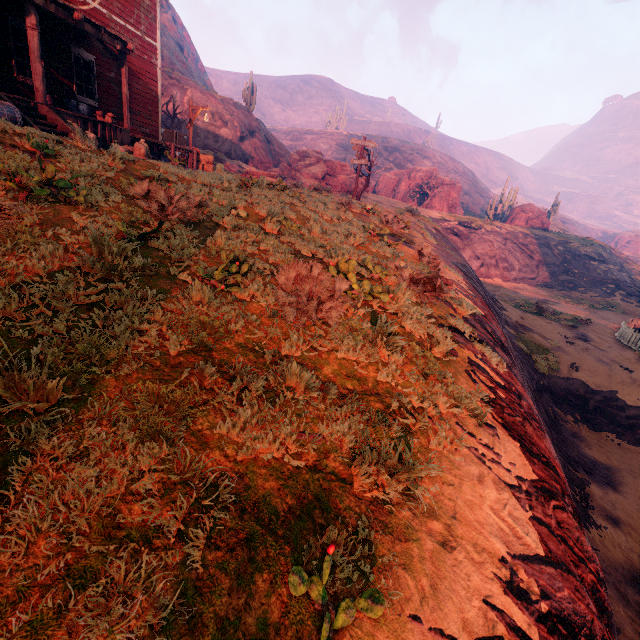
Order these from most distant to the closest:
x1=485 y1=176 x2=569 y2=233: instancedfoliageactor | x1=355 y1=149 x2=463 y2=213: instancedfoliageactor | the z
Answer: x1=485 y1=176 x2=569 y2=233: instancedfoliageactor → x1=355 y1=149 x2=463 y2=213: instancedfoliageactor → the z

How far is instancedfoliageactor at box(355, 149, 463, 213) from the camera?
37.06m

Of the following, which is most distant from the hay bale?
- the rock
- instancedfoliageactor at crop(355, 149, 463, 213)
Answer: instancedfoliageactor at crop(355, 149, 463, 213)

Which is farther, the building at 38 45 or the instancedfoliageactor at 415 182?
the instancedfoliageactor at 415 182

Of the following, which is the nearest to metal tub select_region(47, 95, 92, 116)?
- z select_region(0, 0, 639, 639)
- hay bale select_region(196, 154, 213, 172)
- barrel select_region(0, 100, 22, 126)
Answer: z select_region(0, 0, 639, 639)

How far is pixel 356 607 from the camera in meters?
1.9 m

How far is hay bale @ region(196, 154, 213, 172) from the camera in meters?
18.7 m

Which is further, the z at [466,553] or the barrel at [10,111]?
the barrel at [10,111]
